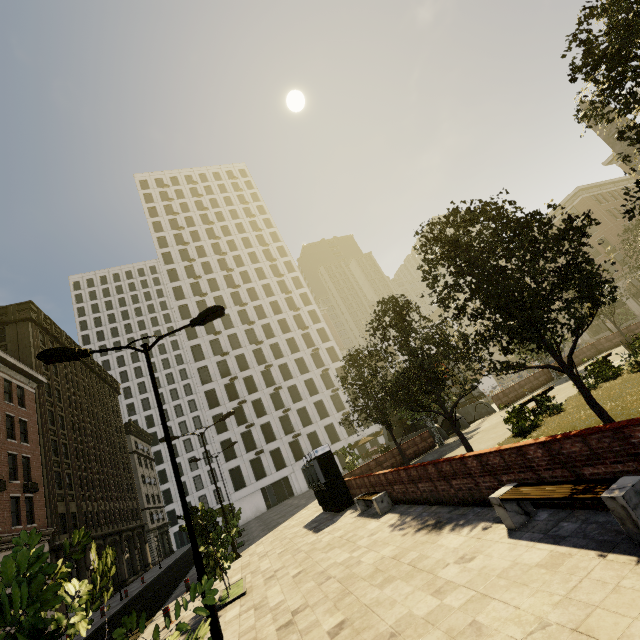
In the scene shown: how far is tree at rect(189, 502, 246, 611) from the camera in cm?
323

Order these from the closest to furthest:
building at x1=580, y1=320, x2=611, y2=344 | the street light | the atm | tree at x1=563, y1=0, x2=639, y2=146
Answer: tree at x1=563, y1=0, x2=639, y2=146
the street light
the atm
building at x1=580, y1=320, x2=611, y2=344

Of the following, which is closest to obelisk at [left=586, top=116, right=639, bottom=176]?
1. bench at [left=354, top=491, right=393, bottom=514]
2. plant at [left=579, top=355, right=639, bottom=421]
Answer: plant at [left=579, top=355, right=639, bottom=421]

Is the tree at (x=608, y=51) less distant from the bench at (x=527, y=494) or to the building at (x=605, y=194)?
the building at (x=605, y=194)

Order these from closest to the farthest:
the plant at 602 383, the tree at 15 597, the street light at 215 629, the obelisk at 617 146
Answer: the tree at 15 597 → the street light at 215 629 → the plant at 602 383 → the obelisk at 617 146

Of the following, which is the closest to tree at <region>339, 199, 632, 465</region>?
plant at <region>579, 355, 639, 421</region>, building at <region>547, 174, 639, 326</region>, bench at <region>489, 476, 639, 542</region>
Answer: plant at <region>579, 355, 639, 421</region>

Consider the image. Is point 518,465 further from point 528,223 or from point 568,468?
point 528,223

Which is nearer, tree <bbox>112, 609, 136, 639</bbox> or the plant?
tree <bbox>112, 609, 136, 639</bbox>
